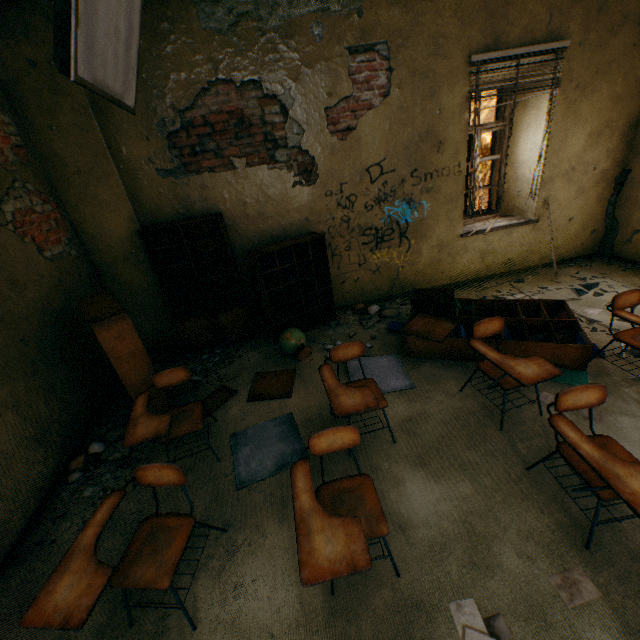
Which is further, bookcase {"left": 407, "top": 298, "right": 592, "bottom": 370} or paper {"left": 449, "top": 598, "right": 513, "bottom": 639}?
bookcase {"left": 407, "top": 298, "right": 592, "bottom": 370}

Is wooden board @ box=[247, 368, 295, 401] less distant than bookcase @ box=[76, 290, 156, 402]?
No

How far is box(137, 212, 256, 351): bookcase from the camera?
4.15m

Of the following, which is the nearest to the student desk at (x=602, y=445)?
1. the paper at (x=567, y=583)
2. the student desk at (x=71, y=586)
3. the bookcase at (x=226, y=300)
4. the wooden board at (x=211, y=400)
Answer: the paper at (x=567, y=583)

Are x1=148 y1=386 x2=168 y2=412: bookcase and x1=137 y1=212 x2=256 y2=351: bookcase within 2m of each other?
yes

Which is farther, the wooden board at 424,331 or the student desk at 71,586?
the wooden board at 424,331

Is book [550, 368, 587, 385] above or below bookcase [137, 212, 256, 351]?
below

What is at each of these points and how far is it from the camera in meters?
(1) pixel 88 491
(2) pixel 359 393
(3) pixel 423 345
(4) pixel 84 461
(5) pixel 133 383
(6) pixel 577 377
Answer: (1) concrete debris, 2.8
(2) student desk, 2.4
(3) bookcase, 3.7
(4) concrete debris, 3.1
(5) bookcase, 3.1
(6) book, 3.1
